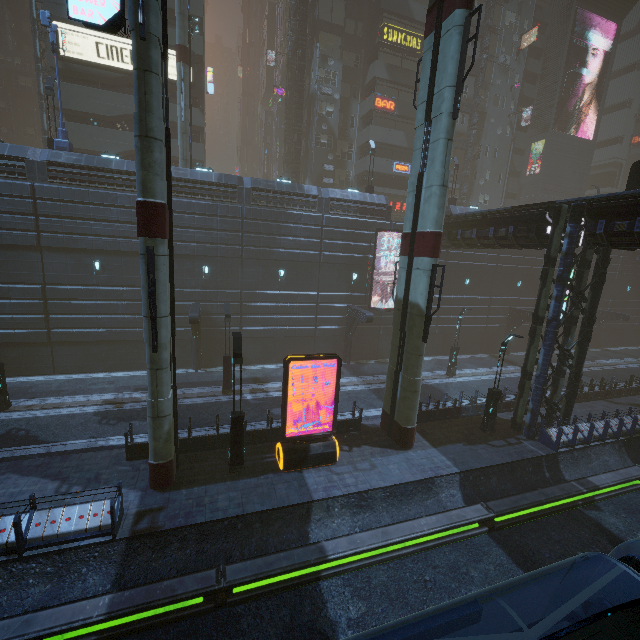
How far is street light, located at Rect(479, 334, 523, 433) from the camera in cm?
1655

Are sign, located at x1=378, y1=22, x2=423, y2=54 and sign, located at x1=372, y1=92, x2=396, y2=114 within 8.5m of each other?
yes

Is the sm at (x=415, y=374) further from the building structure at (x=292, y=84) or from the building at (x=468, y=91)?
the building structure at (x=292, y=84)

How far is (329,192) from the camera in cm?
2506

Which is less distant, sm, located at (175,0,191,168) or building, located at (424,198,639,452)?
building, located at (424,198,639,452)

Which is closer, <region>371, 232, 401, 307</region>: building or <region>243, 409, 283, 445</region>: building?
<region>243, 409, 283, 445</region>: building

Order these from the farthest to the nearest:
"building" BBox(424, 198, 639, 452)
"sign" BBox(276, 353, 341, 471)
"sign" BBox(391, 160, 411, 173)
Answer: "sign" BBox(391, 160, 411, 173) → "building" BBox(424, 198, 639, 452) → "sign" BBox(276, 353, 341, 471)

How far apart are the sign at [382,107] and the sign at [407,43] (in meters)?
4.34
